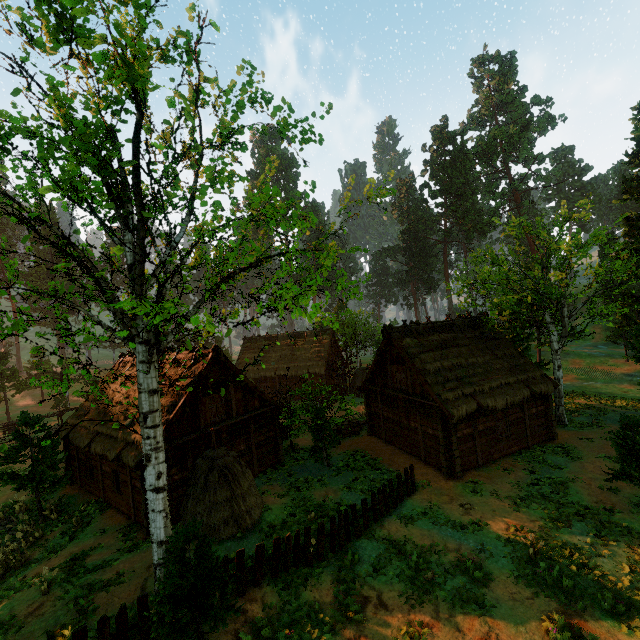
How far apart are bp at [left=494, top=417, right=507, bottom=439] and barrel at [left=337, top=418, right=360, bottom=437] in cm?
927

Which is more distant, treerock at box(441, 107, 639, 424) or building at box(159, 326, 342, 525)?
treerock at box(441, 107, 639, 424)

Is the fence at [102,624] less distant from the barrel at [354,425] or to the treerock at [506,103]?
the treerock at [506,103]

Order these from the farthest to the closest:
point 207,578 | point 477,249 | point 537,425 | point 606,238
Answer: point 477,249 → point 606,238 → point 537,425 → point 207,578

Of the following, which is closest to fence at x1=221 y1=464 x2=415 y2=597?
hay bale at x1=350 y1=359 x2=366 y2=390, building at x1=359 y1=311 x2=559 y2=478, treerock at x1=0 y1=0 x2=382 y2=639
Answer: treerock at x1=0 y1=0 x2=382 y2=639

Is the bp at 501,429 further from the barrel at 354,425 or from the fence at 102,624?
the barrel at 354,425

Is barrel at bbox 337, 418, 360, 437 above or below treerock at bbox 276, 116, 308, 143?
below

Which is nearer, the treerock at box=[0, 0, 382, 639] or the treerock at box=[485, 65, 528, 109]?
the treerock at box=[0, 0, 382, 639]
